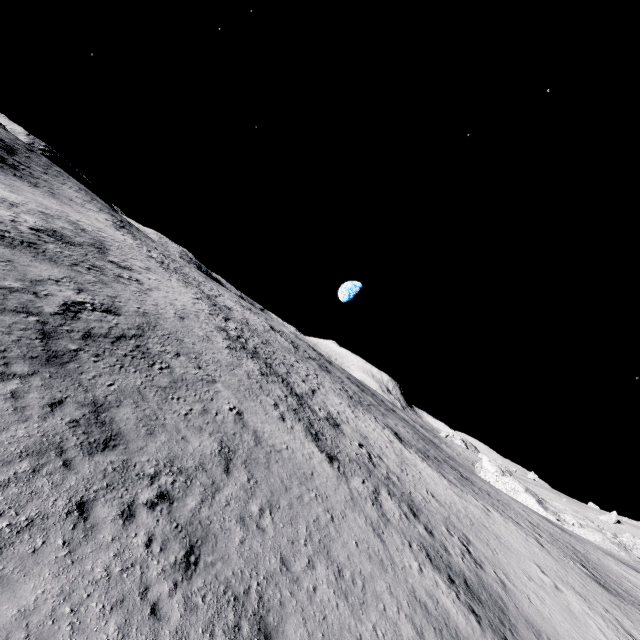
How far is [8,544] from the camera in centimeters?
601cm
